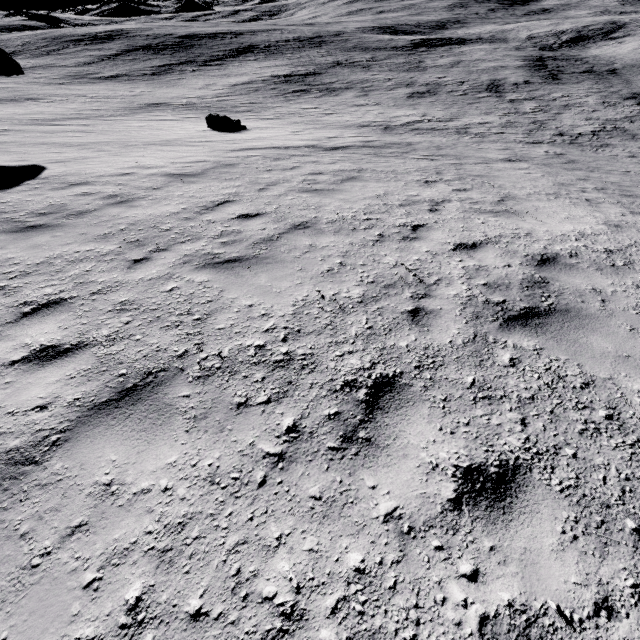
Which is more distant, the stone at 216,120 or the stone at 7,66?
the stone at 216,120

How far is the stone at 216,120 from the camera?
17.9 meters

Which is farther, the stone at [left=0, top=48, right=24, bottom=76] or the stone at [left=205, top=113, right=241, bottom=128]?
the stone at [left=205, top=113, right=241, bottom=128]

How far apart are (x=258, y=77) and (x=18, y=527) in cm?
4954

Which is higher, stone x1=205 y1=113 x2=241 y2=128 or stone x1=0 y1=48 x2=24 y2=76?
stone x1=0 y1=48 x2=24 y2=76

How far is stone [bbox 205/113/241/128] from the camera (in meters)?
17.89
